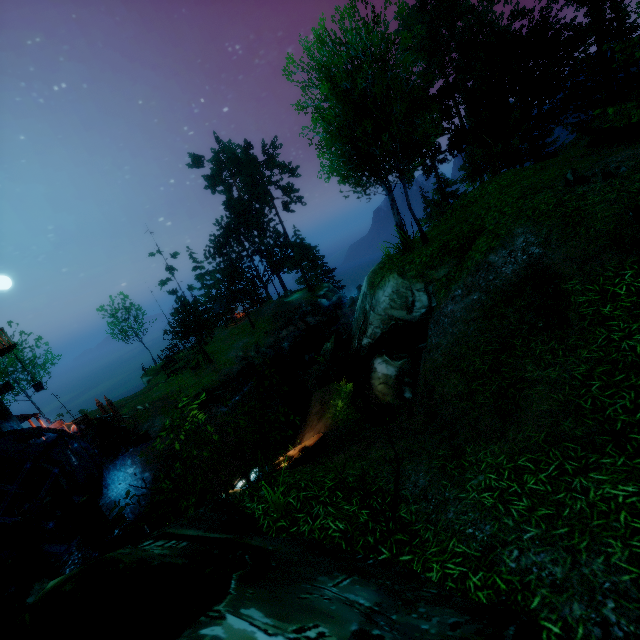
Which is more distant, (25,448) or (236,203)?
(236,203)

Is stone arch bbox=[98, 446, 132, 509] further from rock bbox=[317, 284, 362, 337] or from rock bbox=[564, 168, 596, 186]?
rock bbox=[564, 168, 596, 186]

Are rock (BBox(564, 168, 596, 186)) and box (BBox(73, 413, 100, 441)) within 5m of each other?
no

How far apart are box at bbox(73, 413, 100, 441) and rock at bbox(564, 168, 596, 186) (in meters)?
26.77

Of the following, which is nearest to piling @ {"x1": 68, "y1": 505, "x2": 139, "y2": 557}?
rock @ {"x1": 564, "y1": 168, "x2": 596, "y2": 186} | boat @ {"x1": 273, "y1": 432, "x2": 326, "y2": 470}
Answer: boat @ {"x1": 273, "y1": 432, "x2": 326, "y2": 470}

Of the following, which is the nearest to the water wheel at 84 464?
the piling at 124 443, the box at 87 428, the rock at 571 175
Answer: the box at 87 428

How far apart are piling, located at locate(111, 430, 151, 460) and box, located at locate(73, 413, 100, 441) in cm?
189

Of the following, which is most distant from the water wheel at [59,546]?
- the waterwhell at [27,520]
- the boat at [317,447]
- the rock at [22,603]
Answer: the rock at [22,603]
